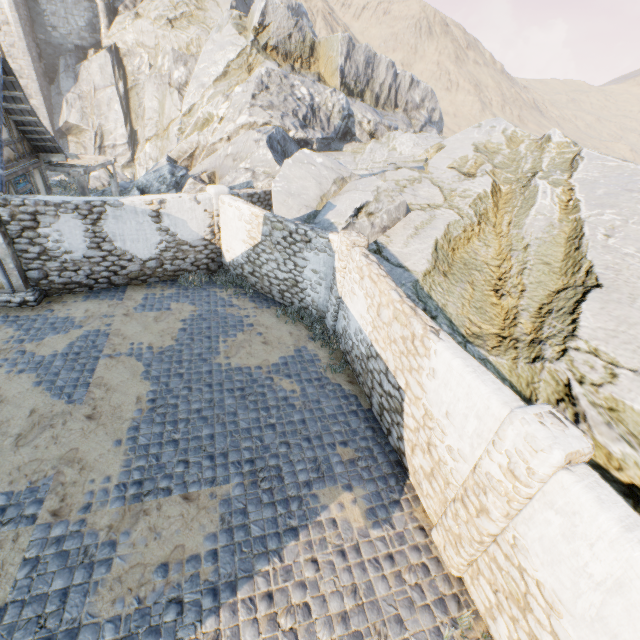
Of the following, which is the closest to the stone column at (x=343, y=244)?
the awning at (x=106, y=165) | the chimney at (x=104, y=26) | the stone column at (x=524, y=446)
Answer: the stone column at (x=524, y=446)

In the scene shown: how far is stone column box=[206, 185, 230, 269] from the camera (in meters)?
11.30

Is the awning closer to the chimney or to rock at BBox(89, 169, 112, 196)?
rock at BBox(89, 169, 112, 196)

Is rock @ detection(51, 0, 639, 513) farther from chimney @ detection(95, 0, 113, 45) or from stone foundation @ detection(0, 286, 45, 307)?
stone foundation @ detection(0, 286, 45, 307)

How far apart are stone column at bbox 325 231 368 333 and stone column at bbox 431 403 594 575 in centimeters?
560cm

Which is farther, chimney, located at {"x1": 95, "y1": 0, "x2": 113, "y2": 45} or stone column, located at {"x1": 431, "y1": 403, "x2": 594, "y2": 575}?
chimney, located at {"x1": 95, "y1": 0, "x2": 113, "y2": 45}

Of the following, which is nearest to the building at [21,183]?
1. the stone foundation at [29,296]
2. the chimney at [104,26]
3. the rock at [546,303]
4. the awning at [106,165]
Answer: the stone foundation at [29,296]

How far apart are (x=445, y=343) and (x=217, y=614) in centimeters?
522cm
